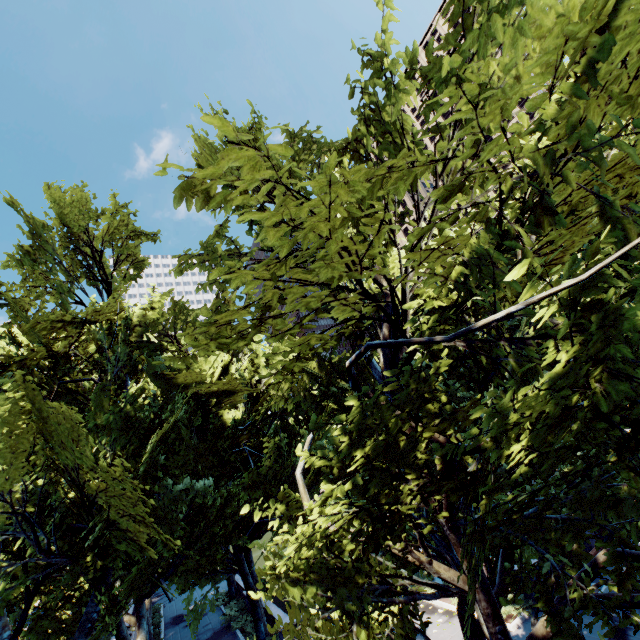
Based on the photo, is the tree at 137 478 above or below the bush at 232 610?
above

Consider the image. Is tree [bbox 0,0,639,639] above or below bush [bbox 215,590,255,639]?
above

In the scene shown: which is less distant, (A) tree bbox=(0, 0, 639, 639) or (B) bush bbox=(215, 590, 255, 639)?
(A) tree bbox=(0, 0, 639, 639)

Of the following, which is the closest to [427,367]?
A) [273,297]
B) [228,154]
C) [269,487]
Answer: [273,297]

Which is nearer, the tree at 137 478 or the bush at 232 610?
the tree at 137 478
